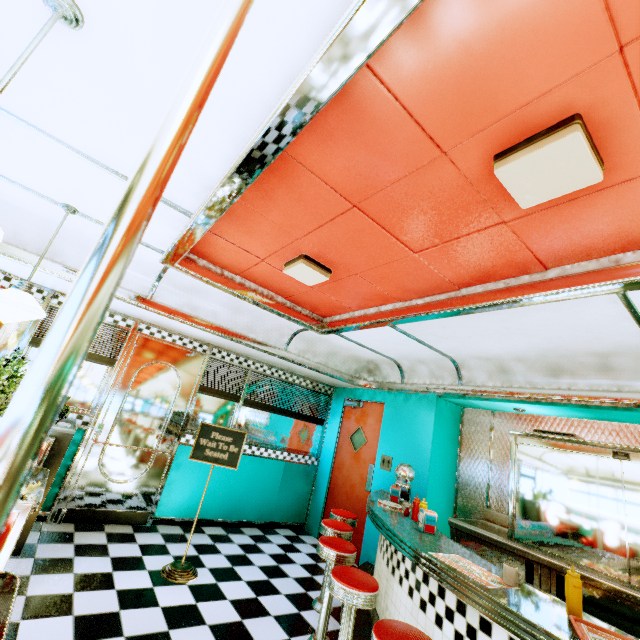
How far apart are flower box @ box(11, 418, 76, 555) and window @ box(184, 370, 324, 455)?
1.4 meters

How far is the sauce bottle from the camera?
1.77m

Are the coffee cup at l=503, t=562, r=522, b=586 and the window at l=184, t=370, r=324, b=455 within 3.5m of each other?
no

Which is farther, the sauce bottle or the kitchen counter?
the kitchen counter

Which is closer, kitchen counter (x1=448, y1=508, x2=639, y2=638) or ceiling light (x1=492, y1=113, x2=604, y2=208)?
ceiling light (x1=492, y1=113, x2=604, y2=208)

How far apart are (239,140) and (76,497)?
4.83m

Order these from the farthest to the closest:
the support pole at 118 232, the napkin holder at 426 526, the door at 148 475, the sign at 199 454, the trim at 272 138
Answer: the door at 148 475 → the sign at 199 454 → the napkin holder at 426 526 → the trim at 272 138 → the support pole at 118 232

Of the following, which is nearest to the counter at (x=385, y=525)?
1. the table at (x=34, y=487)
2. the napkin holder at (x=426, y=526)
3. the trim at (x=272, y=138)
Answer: the napkin holder at (x=426, y=526)
